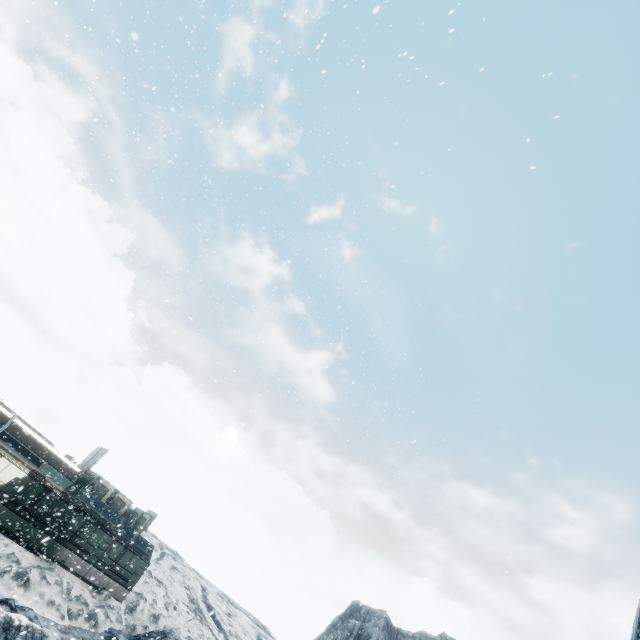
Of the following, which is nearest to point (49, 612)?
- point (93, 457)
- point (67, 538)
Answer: point (67, 538)
